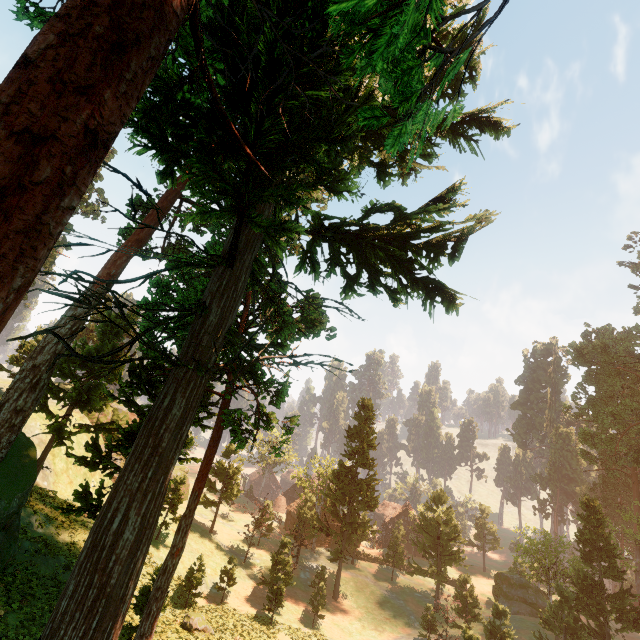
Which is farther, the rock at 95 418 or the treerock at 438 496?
the treerock at 438 496

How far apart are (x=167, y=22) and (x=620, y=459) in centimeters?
6013cm

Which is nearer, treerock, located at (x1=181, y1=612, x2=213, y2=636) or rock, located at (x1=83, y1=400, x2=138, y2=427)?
treerock, located at (x1=181, y1=612, x2=213, y2=636)

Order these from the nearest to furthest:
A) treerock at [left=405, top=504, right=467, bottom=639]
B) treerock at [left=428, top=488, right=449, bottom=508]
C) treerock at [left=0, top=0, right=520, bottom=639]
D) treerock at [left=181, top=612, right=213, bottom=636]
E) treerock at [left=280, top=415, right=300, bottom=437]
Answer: treerock at [left=0, top=0, right=520, bottom=639]
treerock at [left=280, top=415, right=300, bottom=437]
treerock at [left=181, top=612, right=213, bottom=636]
treerock at [left=405, top=504, right=467, bottom=639]
treerock at [left=428, top=488, right=449, bottom=508]

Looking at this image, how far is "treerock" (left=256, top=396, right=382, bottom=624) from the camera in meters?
33.2

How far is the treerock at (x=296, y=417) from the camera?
16.0m

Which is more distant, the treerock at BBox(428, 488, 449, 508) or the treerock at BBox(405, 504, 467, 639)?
the treerock at BBox(428, 488, 449, 508)
